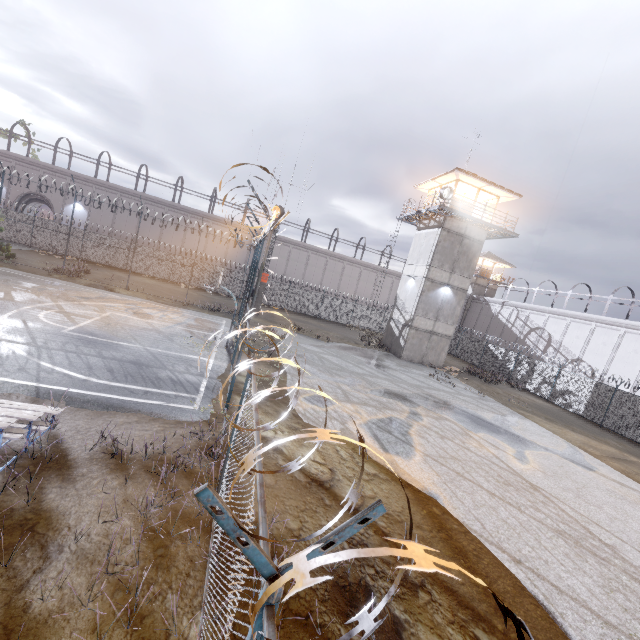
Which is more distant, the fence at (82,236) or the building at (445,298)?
the fence at (82,236)

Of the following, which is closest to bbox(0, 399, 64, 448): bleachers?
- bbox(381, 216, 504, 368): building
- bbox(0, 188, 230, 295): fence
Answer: bbox(0, 188, 230, 295): fence

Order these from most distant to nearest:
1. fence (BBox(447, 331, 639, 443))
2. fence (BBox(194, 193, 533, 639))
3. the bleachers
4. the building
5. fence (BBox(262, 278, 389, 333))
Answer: fence (BBox(262, 278, 389, 333)) < the building < fence (BBox(447, 331, 639, 443)) < the bleachers < fence (BBox(194, 193, 533, 639))

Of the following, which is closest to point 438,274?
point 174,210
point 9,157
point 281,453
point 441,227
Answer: point 441,227

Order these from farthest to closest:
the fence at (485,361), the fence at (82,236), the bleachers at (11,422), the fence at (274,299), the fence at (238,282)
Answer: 1. the fence at (274,299)
2. the fence at (82,236)
3. the fence at (485,361)
4. the bleachers at (11,422)
5. the fence at (238,282)

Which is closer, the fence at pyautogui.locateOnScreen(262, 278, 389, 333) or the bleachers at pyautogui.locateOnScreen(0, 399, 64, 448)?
the bleachers at pyautogui.locateOnScreen(0, 399, 64, 448)
